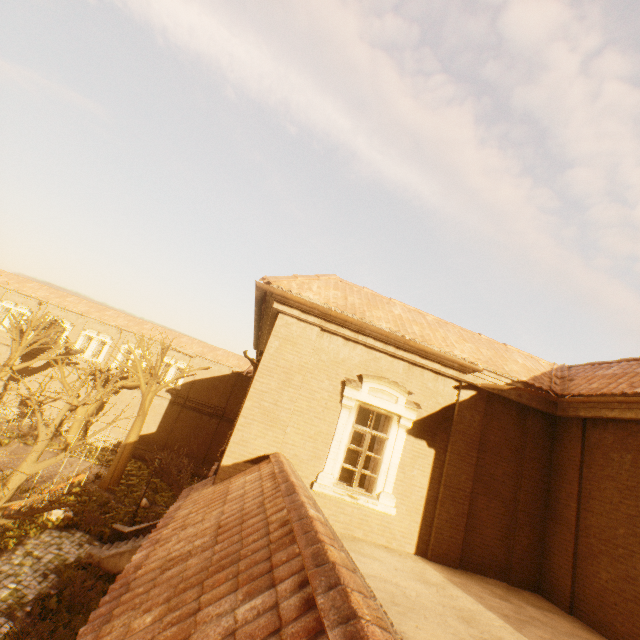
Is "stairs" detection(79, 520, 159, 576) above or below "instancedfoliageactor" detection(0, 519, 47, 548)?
above

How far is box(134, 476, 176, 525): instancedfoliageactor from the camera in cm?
1964

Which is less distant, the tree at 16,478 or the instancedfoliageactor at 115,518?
the tree at 16,478

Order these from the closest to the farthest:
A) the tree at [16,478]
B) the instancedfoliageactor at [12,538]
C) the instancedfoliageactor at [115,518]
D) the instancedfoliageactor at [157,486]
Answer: the tree at [16,478], the instancedfoliageactor at [12,538], the instancedfoliageactor at [115,518], the instancedfoliageactor at [157,486]

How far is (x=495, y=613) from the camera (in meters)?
5.54

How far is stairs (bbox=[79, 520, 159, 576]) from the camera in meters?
13.2 m

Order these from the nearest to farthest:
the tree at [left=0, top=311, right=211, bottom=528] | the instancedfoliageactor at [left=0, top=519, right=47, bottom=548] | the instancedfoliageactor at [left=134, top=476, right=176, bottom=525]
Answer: the tree at [left=0, top=311, right=211, bottom=528] < the instancedfoliageactor at [left=0, top=519, right=47, bottom=548] < the instancedfoliageactor at [left=134, top=476, right=176, bottom=525]

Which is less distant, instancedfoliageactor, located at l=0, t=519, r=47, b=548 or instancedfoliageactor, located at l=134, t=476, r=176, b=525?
instancedfoliageactor, located at l=0, t=519, r=47, b=548
